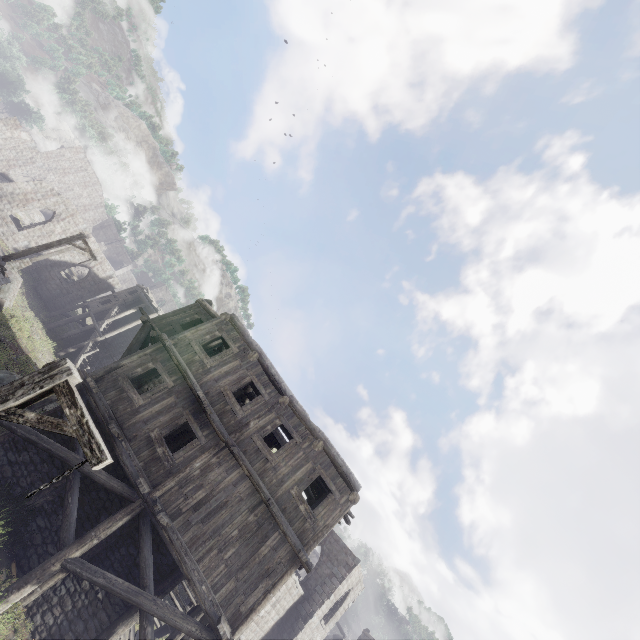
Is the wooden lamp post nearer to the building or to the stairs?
the building

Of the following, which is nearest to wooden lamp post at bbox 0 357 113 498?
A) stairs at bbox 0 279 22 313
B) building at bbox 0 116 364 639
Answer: building at bbox 0 116 364 639

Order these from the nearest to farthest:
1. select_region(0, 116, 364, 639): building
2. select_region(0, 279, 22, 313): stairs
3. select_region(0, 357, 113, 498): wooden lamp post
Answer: select_region(0, 357, 113, 498): wooden lamp post, select_region(0, 116, 364, 639): building, select_region(0, 279, 22, 313): stairs

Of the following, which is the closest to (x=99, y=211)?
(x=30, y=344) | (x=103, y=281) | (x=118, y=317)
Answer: (x=103, y=281)

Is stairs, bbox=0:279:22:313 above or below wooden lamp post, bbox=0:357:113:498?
below

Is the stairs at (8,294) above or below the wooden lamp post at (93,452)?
below

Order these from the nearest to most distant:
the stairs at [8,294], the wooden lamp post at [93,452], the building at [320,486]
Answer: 1. the wooden lamp post at [93,452]
2. the building at [320,486]
3. the stairs at [8,294]
